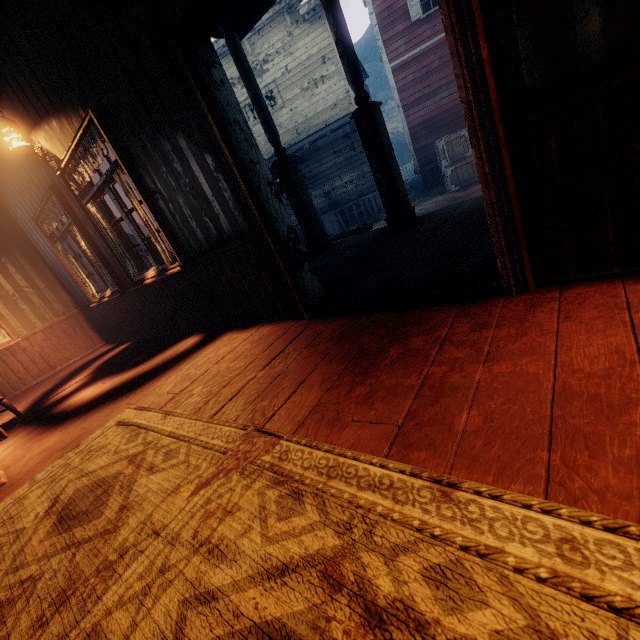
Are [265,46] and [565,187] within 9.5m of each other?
no

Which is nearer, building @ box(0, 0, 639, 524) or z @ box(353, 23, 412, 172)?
building @ box(0, 0, 639, 524)

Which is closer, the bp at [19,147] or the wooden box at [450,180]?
the bp at [19,147]

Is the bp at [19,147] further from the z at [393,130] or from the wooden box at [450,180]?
the wooden box at [450,180]

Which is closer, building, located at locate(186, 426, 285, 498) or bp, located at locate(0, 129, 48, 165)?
building, located at locate(186, 426, 285, 498)

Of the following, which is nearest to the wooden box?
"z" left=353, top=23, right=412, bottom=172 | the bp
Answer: "z" left=353, top=23, right=412, bottom=172

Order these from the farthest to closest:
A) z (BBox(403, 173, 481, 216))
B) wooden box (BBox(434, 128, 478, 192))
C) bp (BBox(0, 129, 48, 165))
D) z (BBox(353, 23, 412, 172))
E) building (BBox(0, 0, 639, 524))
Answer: z (BBox(353, 23, 412, 172)) → wooden box (BBox(434, 128, 478, 192)) → z (BBox(403, 173, 481, 216)) → bp (BBox(0, 129, 48, 165)) → building (BBox(0, 0, 639, 524))
